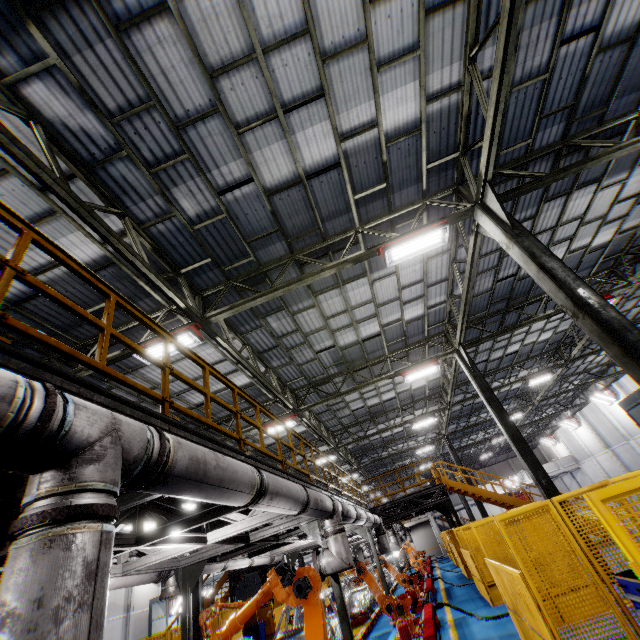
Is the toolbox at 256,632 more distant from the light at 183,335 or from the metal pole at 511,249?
the metal pole at 511,249

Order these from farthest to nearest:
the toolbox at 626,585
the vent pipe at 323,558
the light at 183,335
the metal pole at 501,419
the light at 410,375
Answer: the light at 410,375
the metal pole at 501,419
the light at 183,335
the vent pipe at 323,558
the toolbox at 626,585

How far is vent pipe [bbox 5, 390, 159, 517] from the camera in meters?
1.9 m

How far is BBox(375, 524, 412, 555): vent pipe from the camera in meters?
14.3 m

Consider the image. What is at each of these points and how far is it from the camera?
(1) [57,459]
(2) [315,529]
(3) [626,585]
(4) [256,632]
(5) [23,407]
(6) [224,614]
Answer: (1) vent pipe, 1.9 meters
(2) metal pole, 8.2 meters
(3) toolbox, 4.2 meters
(4) toolbox, 17.4 meters
(5) vent pipe, 1.8 meters
(6) metal panel, 15.6 meters

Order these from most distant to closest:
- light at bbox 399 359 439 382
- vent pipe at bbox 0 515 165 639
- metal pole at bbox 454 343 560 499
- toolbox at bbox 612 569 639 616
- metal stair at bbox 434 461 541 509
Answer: metal stair at bbox 434 461 541 509, light at bbox 399 359 439 382, metal pole at bbox 454 343 560 499, toolbox at bbox 612 569 639 616, vent pipe at bbox 0 515 165 639

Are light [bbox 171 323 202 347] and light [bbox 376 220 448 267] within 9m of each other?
yes

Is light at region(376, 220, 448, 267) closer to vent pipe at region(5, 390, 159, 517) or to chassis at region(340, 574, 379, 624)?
vent pipe at region(5, 390, 159, 517)
